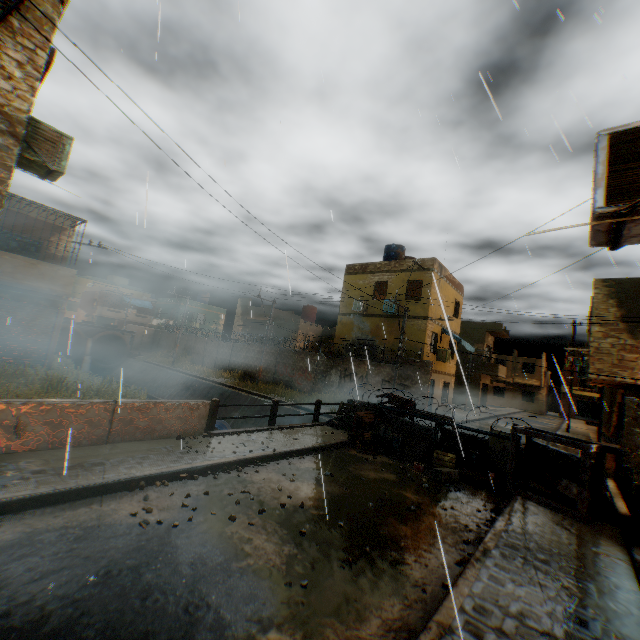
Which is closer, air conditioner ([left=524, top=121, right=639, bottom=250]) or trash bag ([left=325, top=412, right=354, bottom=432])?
air conditioner ([left=524, top=121, right=639, bottom=250])

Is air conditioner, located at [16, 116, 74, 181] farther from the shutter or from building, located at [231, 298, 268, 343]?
the shutter

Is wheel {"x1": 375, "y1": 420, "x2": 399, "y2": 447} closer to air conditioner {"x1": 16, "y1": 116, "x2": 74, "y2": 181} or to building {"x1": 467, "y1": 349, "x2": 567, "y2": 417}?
building {"x1": 467, "y1": 349, "x2": 567, "y2": 417}

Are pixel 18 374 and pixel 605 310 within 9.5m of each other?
no

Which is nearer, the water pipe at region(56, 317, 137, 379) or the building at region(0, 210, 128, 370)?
the building at region(0, 210, 128, 370)

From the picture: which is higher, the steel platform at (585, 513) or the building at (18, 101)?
the building at (18, 101)

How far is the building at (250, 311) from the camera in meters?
34.4 m

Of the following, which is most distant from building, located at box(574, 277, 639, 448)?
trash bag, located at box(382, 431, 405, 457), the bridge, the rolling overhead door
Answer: trash bag, located at box(382, 431, 405, 457)
